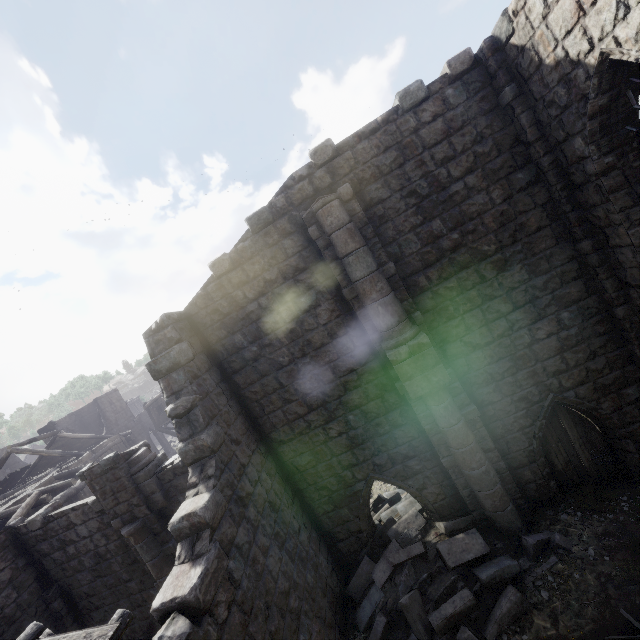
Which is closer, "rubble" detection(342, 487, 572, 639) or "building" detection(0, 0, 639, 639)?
"building" detection(0, 0, 639, 639)

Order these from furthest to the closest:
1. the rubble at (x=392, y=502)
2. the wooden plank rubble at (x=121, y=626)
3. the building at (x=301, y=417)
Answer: the rubble at (x=392, y=502) < the building at (x=301, y=417) < the wooden plank rubble at (x=121, y=626)

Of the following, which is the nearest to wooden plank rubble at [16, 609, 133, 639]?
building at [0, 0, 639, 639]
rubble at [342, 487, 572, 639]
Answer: building at [0, 0, 639, 639]

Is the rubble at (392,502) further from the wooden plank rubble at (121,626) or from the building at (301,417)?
the wooden plank rubble at (121,626)

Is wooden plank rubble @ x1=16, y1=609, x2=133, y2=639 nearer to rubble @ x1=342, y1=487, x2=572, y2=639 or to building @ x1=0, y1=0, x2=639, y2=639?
building @ x1=0, y1=0, x2=639, y2=639

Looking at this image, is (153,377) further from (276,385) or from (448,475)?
(448,475)

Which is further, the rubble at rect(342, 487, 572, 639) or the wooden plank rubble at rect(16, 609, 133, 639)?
the rubble at rect(342, 487, 572, 639)
